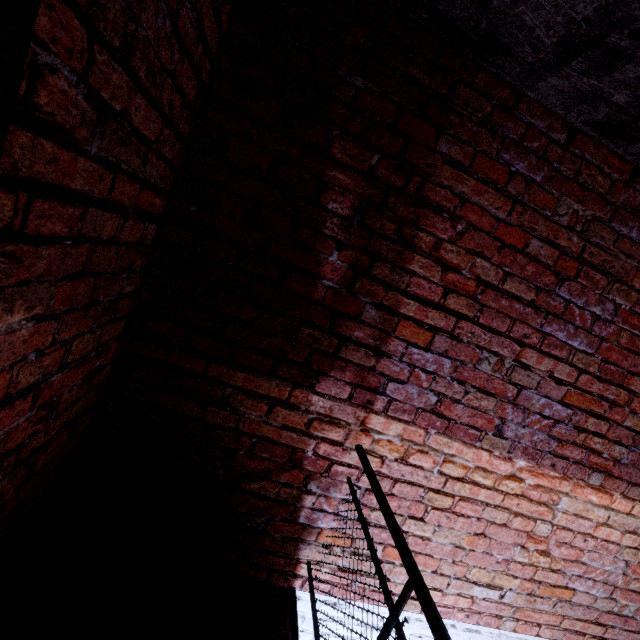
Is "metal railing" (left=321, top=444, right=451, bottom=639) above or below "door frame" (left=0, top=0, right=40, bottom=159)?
below

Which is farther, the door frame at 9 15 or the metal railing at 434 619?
the metal railing at 434 619

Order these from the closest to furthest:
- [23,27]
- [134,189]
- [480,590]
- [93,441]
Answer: [23,27]
[134,189]
[93,441]
[480,590]

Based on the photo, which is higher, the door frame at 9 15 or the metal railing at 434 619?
the door frame at 9 15

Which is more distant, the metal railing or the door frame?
the metal railing
